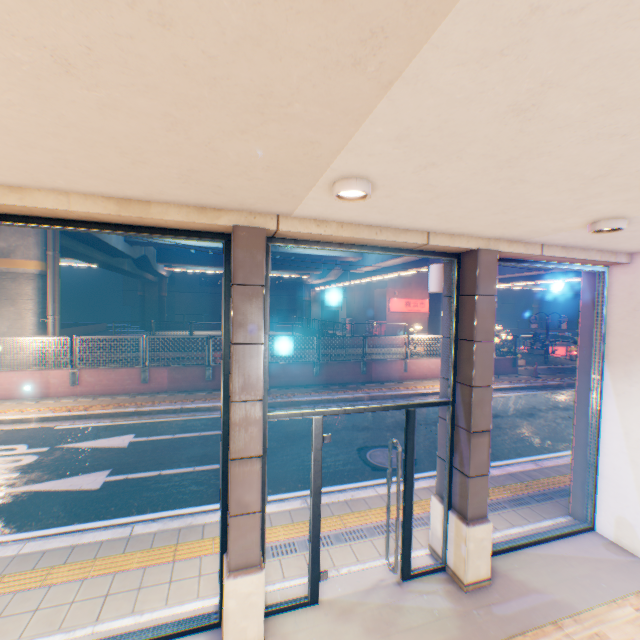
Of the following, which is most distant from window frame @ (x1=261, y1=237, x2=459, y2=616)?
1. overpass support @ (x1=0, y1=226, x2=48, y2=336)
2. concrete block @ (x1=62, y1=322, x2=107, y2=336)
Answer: concrete block @ (x1=62, y1=322, x2=107, y2=336)

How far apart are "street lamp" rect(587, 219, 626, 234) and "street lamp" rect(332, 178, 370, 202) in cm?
247

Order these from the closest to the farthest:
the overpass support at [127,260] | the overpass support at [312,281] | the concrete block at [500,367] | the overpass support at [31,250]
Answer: the overpass support at [31,250]
the concrete block at [500,367]
the overpass support at [127,260]
the overpass support at [312,281]

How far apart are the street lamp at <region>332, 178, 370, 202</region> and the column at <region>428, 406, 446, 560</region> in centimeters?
212cm

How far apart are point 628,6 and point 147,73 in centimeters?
165cm

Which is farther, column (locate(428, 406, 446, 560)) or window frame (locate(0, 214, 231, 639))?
column (locate(428, 406, 446, 560))

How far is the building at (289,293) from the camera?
57.16m

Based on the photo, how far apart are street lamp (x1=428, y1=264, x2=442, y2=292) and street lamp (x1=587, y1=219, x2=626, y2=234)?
1.5m
